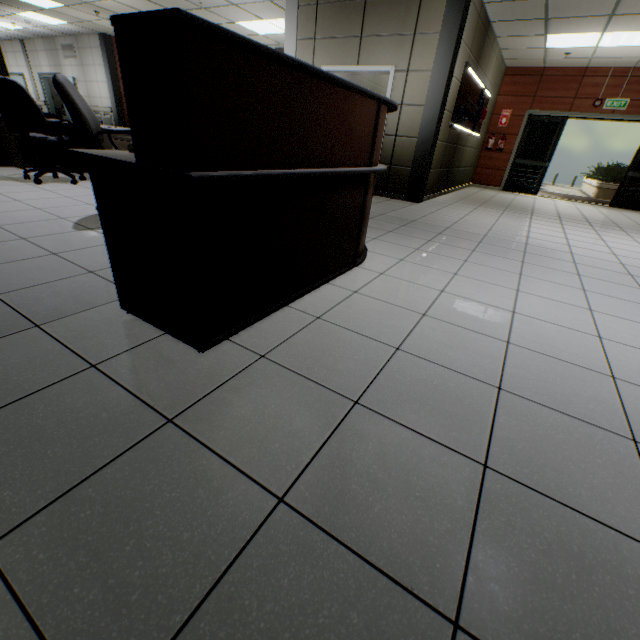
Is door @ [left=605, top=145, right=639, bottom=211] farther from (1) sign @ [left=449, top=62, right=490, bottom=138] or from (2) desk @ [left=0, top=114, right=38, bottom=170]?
(2) desk @ [left=0, top=114, right=38, bottom=170]

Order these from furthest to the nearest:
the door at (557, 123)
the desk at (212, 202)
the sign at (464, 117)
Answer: the door at (557, 123) < the sign at (464, 117) < the desk at (212, 202)

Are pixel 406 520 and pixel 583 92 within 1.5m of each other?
no

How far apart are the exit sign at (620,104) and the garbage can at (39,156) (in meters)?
13.06

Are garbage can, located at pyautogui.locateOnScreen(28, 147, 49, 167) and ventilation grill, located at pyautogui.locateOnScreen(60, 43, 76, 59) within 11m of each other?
yes

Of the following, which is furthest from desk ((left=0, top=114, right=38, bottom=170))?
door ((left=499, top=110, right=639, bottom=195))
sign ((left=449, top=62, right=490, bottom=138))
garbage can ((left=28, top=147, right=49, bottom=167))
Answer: door ((left=499, top=110, right=639, bottom=195))

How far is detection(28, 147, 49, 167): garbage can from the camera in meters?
5.1
